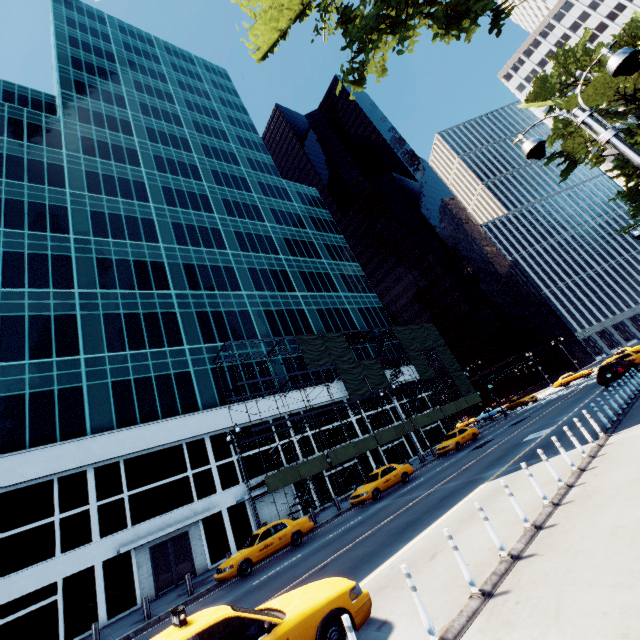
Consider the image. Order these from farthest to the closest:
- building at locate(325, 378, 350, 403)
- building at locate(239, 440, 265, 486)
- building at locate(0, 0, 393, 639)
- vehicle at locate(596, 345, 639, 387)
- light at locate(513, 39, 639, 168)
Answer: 1. building at locate(325, 378, 350, 403)
2. building at locate(239, 440, 265, 486)
3. vehicle at locate(596, 345, 639, 387)
4. building at locate(0, 0, 393, 639)
5. light at locate(513, 39, 639, 168)

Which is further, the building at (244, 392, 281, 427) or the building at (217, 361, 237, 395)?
the building at (217, 361, 237, 395)

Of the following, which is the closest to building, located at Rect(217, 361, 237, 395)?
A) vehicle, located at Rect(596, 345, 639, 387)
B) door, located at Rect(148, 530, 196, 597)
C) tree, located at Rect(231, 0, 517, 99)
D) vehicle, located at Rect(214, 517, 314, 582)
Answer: door, located at Rect(148, 530, 196, 597)

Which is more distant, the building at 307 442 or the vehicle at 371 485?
the building at 307 442

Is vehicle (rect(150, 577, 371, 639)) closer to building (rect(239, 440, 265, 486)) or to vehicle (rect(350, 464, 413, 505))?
vehicle (rect(350, 464, 413, 505))

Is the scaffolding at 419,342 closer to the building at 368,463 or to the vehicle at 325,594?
the building at 368,463

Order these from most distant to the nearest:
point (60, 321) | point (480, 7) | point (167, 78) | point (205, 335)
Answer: point (167, 78) → point (205, 335) → point (60, 321) → point (480, 7)

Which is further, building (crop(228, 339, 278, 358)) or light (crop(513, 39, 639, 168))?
building (crop(228, 339, 278, 358))
